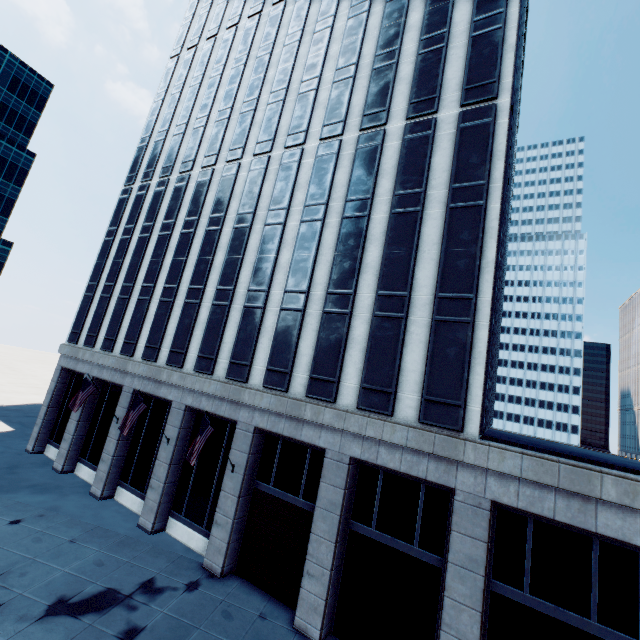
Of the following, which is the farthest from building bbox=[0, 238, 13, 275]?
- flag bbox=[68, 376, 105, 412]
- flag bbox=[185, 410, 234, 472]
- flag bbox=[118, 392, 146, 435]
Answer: flag bbox=[185, 410, 234, 472]

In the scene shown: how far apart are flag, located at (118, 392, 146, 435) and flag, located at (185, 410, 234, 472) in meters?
5.5

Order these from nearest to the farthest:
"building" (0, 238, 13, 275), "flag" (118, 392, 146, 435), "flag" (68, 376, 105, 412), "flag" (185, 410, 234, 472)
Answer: "flag" (185, 410, 234, 472), "flag" (118, 392, 146, 435), "flag" (68, 376, 105, 412), "building" (0, 238, 13, 275)

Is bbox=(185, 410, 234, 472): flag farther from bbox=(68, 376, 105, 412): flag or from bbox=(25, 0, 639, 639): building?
bbox=(68, 376, 105, 412): flag

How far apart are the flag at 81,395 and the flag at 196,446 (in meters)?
11.57

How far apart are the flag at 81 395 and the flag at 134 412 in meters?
5.7

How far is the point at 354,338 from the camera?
16.9m

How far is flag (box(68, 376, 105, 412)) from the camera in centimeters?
2155cm
